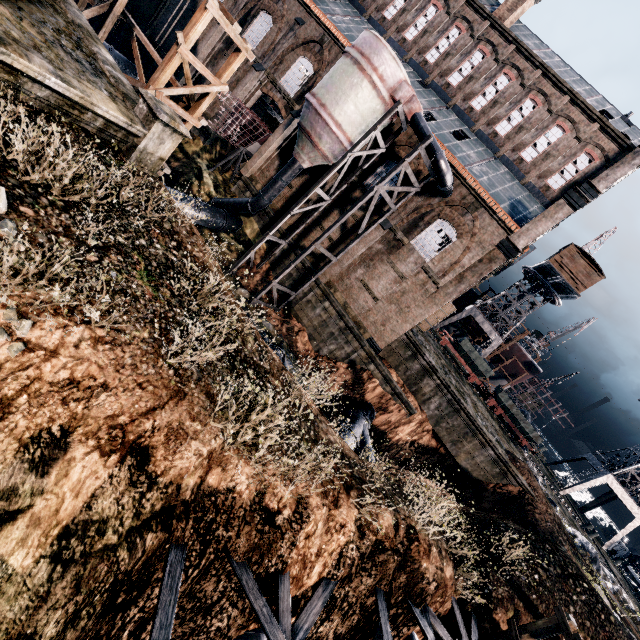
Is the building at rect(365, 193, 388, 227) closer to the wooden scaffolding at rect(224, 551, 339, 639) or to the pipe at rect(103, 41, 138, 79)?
the pipe at rect(103, 41, 138, 79)

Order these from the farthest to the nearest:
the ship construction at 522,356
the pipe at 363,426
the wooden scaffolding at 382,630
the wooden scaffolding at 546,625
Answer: the ship construction at 522,356 < the pipe at 363,426 < the wooden scaffolding at 546,625 < the wooden scaffolding at 382,630

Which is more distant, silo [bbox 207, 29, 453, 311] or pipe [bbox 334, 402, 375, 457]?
silo [bbox 207, 29, 453, 311]

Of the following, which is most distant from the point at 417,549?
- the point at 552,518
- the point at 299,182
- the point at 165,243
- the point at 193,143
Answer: the point at 193,143

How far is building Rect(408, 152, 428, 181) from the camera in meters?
22.9 m

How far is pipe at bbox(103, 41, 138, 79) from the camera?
29.0 meters

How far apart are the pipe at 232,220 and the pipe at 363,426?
16.6 meters

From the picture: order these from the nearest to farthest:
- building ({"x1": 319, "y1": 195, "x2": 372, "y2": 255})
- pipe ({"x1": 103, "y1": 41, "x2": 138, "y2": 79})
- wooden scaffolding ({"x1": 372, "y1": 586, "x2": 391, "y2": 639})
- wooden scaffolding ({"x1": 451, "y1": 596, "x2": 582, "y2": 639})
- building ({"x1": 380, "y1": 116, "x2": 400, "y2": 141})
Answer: wooden scaffolding ({"x1": 372, "y1": 586, "x2": 391, "y2": 639}) → wooden scaffolding ({"x1": 451, "y1": 596, "x2": 582, "y2": 639}) → building ({"x1": 380, "y1": 116, "x2": 400, "y2": 141}) → building ({"x1": 319, "y1": 195, "x2": 372, "y2": 255}) → pipe ({"x1": 103, "y1": 41, "x2": 138, "y2": 79})
